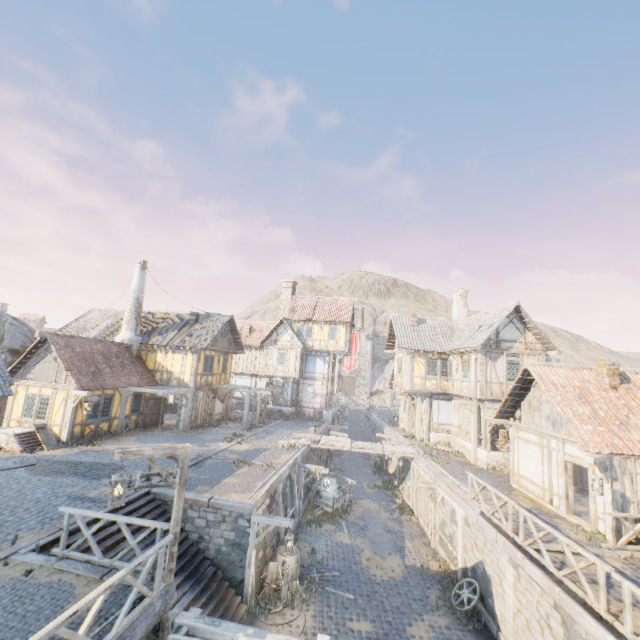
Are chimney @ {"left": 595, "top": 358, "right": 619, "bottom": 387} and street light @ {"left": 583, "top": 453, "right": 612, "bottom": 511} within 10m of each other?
yes

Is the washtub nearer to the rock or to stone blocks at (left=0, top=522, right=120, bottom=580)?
stone blocks at (left=0, top=522, right=120, bottom=580)

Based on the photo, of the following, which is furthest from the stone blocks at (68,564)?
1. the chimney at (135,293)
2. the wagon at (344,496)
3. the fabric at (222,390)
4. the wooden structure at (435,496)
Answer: the chimney at (135,293)

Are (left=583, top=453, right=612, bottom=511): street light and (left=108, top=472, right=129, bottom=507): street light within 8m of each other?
no

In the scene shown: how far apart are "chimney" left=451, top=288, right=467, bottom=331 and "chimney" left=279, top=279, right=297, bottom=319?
16.87m

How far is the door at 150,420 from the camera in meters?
22.1 m

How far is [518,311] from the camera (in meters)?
19.89

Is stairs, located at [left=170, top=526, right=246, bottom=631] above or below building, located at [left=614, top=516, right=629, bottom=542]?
below
